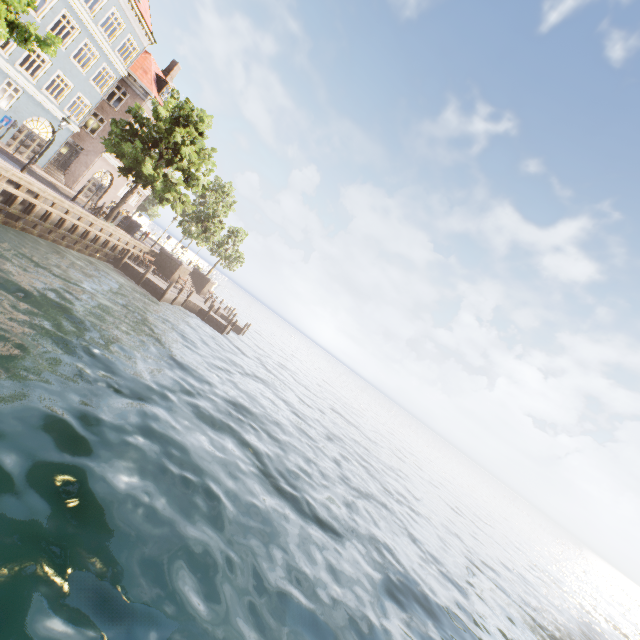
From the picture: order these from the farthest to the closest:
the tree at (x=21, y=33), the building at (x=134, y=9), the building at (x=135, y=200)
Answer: the building at (x=135, y=200) → the building at (x=134, y=9) → the tree at (x=21, y=33)

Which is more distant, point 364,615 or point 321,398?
point 321,398

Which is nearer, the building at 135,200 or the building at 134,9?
the building at 134,9

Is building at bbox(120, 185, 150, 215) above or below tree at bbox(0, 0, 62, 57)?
below

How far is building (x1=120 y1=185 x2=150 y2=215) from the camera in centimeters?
3386cm

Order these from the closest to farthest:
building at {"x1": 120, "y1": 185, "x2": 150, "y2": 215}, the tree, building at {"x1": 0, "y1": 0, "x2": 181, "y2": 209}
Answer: the tree < building at {"x1": 0, "y1": 0, "x2": 181, "y2": 209} < building at {"x1": 120, "y1": 185, "x2": 150, "y2": 215}

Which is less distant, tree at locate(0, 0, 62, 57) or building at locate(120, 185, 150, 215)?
tree at locate(0, 0, 62, 57)

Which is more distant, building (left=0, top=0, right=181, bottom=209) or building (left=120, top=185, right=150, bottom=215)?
building (left=120, top=185, right=150, bottom=215)
